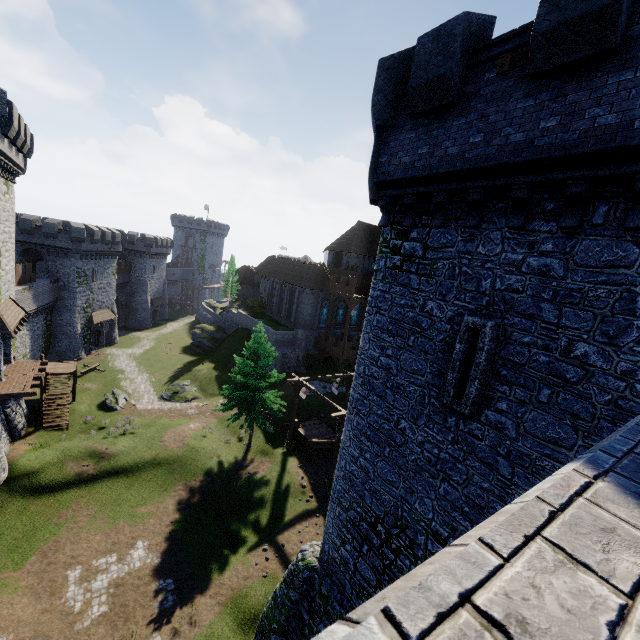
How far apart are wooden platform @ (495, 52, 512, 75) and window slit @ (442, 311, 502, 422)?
5.23m

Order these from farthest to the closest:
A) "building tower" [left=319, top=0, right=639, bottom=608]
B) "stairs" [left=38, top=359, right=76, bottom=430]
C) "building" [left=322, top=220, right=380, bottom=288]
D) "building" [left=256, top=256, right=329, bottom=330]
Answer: "building" [left=322, top=220, right=380, bottom=288]
"building" [left=256, top=256, right=329, bottom=330]
"stairs" [left=38, top=359, right=76, bottom=430]
"building tower" [left=319, top=0, right=639, bottom=608]

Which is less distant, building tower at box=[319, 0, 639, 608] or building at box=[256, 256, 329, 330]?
building tower at box=[319, 0, 639, 608]

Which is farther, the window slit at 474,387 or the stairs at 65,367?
the stairs at 65,367

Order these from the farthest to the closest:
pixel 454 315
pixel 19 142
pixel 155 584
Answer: pixel 19 142
pixel 155 584
pixel 454 315

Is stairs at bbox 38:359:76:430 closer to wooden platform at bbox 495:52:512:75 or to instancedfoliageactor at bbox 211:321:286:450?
instancedfoliageactor at bbox 211:321:286:450

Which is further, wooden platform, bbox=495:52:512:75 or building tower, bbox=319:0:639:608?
wooden platform, bbox=495:52:512:75

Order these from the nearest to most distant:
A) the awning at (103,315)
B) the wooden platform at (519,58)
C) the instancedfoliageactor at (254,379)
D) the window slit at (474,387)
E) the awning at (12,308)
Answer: the wooden platform at (519,58)
the window slit at (474,387)
the awning at (12,308)
the instancedfoliageactor at (254,379)
the awning at (103,315)
